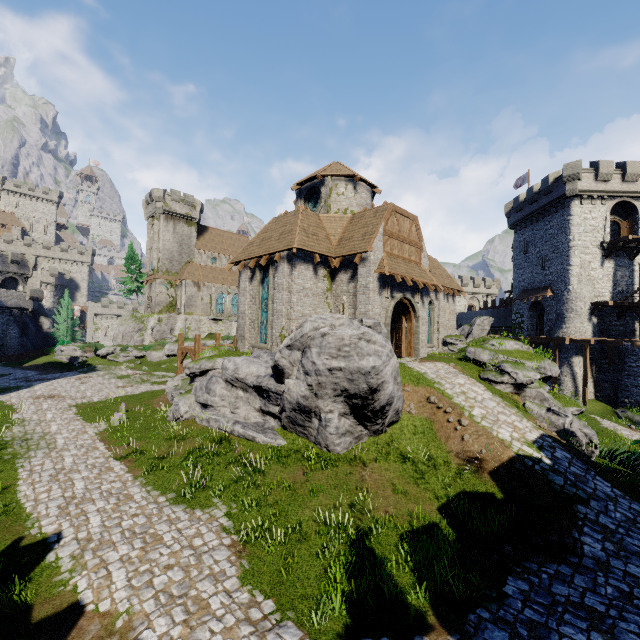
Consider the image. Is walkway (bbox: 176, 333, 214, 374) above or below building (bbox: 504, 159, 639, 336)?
below

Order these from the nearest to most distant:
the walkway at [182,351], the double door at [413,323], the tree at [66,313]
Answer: the double door at [413,323]
the walkway at [182,351]
the tree at [66,313]

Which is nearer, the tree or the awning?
the awning

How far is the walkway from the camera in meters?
22.1 m

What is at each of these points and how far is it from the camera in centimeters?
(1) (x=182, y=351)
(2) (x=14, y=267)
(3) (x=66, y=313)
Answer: (1) walkway, 2438cm
(2) building tower, 5234cm
(3) tree, 5188cm

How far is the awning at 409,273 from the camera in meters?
17.3 m

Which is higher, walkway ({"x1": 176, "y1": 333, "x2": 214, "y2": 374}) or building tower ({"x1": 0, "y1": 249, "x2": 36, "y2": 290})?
building tower ({"x1": 0, "y1": 249, "x2": 36, "y2": 290})

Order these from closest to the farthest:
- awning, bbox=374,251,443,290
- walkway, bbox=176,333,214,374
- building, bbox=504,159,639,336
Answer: awning, bbox=374,251,443,290, walkway, bbox=176,333,214,374, building, bbox=504,159,639,336
